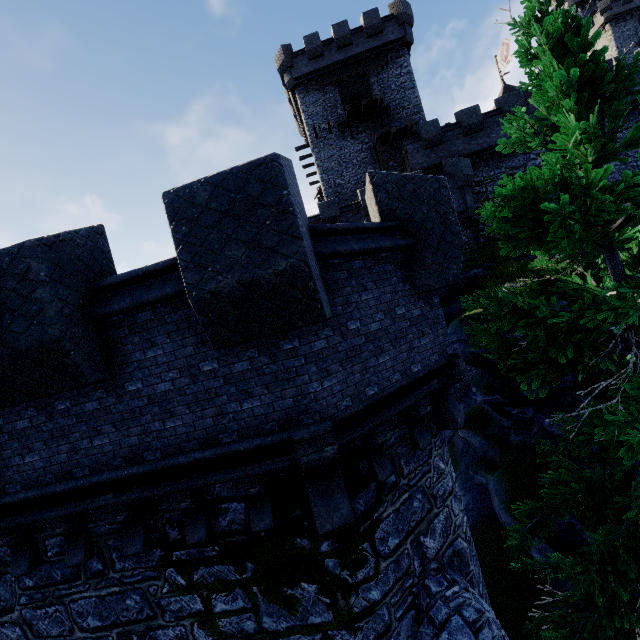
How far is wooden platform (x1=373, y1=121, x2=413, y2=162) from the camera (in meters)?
24.91

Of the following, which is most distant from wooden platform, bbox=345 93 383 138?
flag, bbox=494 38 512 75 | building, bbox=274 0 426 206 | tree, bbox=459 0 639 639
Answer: tree, bbox=459 0 639 639

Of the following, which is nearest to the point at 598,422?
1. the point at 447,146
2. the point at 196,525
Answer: the point at 196,525

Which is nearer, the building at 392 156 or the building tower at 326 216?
the building tower at 326 216

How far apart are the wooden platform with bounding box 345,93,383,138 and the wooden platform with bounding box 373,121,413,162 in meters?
1.3 m

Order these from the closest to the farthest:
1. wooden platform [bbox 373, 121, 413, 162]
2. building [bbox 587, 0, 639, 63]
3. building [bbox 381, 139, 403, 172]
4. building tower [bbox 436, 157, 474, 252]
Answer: building tower [bbox 436, 157, 474, 252]
wooden platform [bbox 373, 121, 413, 162]
building [bbox 381, 139, 403, 172]
building [bbox 587, 0, 639, 63]

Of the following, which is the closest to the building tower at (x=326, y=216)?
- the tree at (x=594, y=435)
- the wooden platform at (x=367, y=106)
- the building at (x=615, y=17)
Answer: the wooden platform at (x=367, y=106)

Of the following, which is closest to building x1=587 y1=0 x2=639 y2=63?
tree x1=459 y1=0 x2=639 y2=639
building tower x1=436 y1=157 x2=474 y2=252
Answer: building tower x1=436 y1=157 x2=474 y2=252
